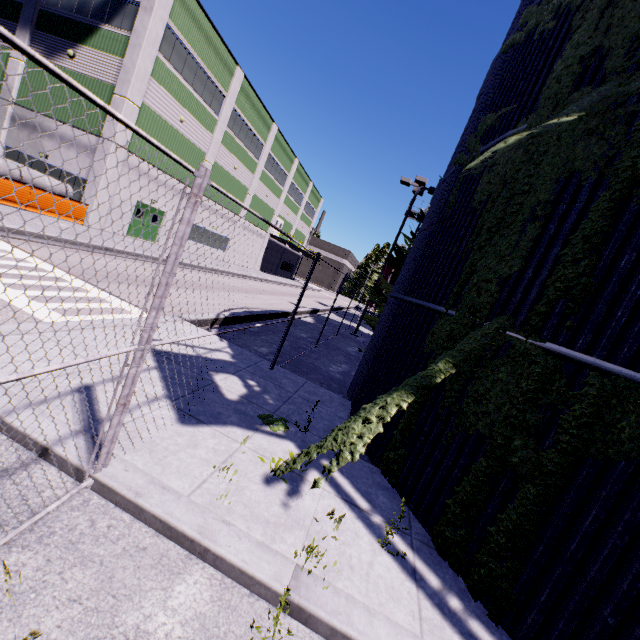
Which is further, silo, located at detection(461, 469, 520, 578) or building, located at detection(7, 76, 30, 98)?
building, located at detection(7, 76, 30, 98)

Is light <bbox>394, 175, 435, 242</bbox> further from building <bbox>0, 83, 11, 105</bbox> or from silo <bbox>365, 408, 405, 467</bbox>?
building <bbox>0, 83, 11, 105</bbox>

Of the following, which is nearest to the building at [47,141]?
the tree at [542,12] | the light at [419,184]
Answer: the tree at [542,12]

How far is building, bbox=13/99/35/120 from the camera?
19.5 meters

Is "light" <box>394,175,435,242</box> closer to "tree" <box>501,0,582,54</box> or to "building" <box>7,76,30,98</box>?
"tree" <box>501,0,582,54</box>

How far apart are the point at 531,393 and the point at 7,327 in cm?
719

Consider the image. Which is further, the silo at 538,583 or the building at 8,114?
the building at 8,114
